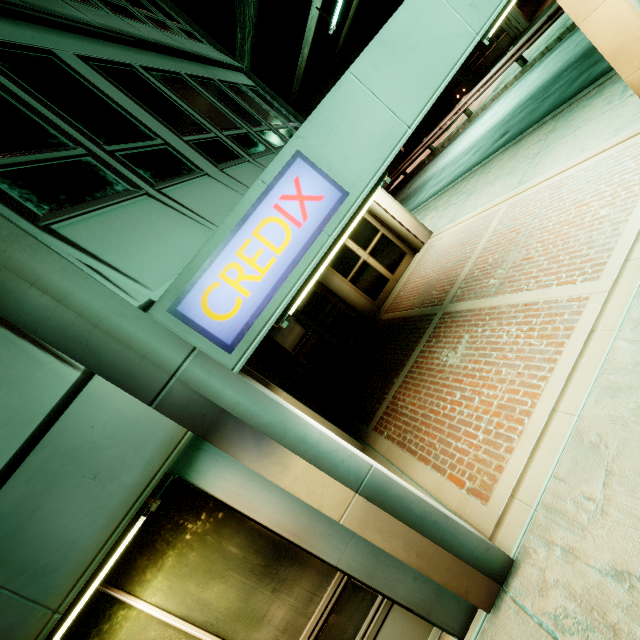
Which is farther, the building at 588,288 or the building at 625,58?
the building at 625,58

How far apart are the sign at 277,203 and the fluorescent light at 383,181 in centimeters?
15cm

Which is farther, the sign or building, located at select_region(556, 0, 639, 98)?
building, located at select_region(556, 0, 639, 98)

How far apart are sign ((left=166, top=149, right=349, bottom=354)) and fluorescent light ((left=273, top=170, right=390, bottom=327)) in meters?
0.1

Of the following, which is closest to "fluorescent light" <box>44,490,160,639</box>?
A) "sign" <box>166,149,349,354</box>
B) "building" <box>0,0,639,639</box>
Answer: "building" <box>0,0,639,639</box>

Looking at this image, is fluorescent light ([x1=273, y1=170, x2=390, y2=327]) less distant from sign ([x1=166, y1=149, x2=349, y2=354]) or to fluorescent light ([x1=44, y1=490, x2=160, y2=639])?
sign ([x1=166, y1=149, x2=349, y2=354])

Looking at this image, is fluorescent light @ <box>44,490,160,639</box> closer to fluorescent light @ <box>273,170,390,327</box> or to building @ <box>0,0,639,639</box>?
building @ <box>0,0,639,639</box>

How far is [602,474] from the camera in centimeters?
275cm
